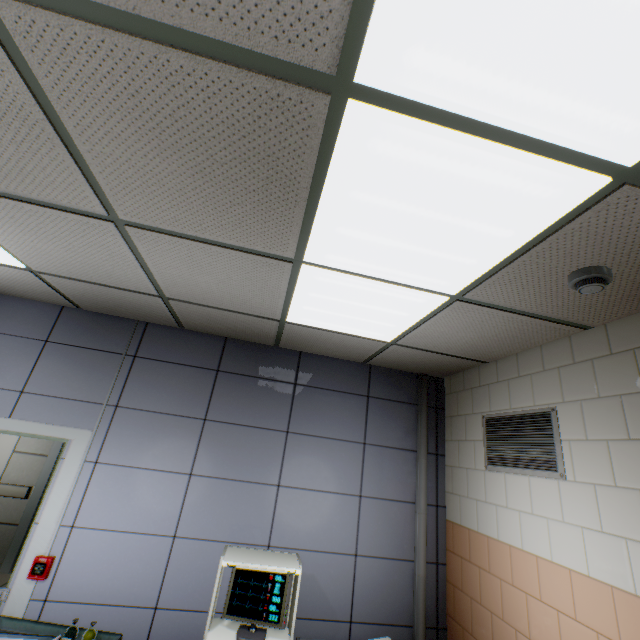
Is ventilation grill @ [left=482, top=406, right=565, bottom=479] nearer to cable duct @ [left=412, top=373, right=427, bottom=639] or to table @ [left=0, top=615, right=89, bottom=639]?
cable duct @ [left=412, top=373, right=427, bottom=639]

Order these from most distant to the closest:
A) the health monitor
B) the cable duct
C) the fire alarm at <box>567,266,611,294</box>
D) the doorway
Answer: the doorway, the cable duct, the health monitor, the fire alarm at <box>567,266,611,294</box>

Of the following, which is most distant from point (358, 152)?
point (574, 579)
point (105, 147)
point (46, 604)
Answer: point (46, 604)

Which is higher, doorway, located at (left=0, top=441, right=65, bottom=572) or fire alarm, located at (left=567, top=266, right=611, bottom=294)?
fire alarm, located at (left=567, top=266, right=611, bottom=294)

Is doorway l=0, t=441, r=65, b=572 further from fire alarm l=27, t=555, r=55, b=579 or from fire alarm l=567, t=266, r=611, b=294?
fire alarm l=567, t=266, r=611, b=294

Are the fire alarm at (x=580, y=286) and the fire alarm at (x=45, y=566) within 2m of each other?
no

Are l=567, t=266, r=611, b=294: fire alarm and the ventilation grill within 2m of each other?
yes

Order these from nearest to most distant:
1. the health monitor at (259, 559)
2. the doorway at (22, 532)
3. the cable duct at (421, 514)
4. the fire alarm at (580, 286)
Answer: the fire alarm at (580, 286)
the health monitor at (259, 559)
the cable duct at (421, 514)
the doorway at (22, 532)
